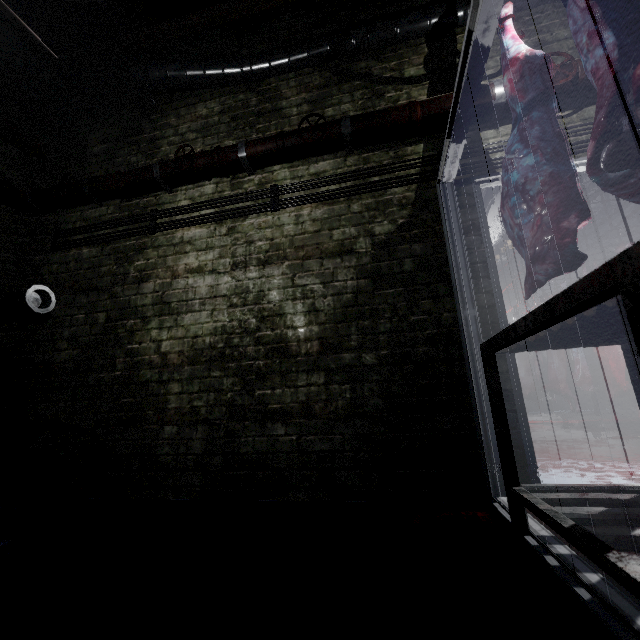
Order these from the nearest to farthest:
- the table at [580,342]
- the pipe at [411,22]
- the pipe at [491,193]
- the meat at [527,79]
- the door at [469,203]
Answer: the table at [580,342] → the meat at [527,79] → the door at [469,203] → the pipe at [411,22] → the pipe at [491,193]

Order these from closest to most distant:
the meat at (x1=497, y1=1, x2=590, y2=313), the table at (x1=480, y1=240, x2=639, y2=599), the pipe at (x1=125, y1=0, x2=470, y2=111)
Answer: the table at (x1=480, y1=240, x2=639, y2=599), the meat at (x1=497, y1=1, x2=590, y2=313), the pipe at (x1=125, y1=0, x2=470, y2=111)

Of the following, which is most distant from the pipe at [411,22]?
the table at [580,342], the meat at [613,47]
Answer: the table at [580,342]

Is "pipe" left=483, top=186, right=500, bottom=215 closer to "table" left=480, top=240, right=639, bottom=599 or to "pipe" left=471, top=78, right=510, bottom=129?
"pipe" left=471, top=78, right=510, bottom=129

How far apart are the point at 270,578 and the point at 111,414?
1.9m

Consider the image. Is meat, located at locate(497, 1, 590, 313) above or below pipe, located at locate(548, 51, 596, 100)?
below

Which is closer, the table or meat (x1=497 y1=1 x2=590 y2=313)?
the table

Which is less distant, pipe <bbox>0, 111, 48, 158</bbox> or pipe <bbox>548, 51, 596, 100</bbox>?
pipe <bbox>548, 51, 596, 100</bbox>
